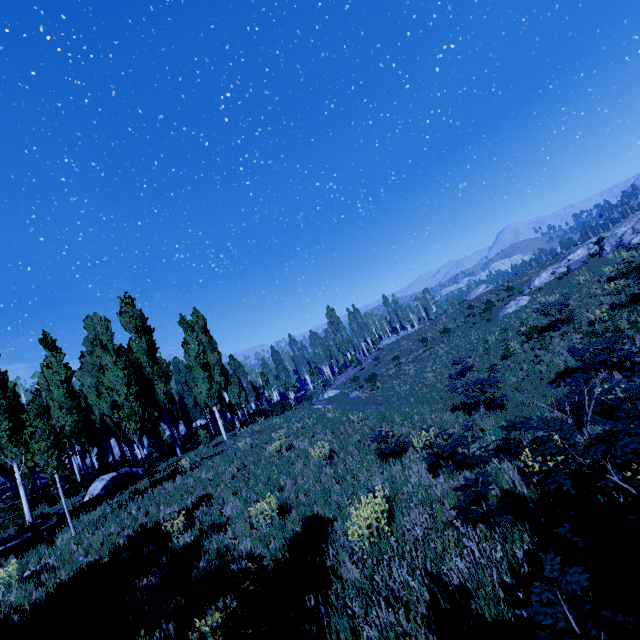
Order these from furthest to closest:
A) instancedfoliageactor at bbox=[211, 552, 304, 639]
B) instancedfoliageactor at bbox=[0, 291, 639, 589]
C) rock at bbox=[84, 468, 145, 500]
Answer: rock at bbox=[84, 468, 145, 500], instancedfoliageactor at bbox=[211, 552, 304, 639], instancedfoliageactor at bbox=[0, 291, 639, 589]

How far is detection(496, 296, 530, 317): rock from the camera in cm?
2989

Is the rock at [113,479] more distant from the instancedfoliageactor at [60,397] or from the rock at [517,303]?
the rock at [517,303]

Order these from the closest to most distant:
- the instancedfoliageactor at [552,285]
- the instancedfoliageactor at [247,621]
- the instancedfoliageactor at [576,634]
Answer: the instancedfoliageactor at [576,634], the instancedfoliageactor at [247,621], the instancedfoliageactor at [552,285]

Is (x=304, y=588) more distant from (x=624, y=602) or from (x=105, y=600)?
(x=105, y=600)

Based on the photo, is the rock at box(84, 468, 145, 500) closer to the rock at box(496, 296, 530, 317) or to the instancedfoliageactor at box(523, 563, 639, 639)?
the instancedfoliageactor at box(523, 563, 639, 639)

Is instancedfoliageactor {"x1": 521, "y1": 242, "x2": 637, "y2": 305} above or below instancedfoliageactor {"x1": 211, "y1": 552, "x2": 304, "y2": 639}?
above

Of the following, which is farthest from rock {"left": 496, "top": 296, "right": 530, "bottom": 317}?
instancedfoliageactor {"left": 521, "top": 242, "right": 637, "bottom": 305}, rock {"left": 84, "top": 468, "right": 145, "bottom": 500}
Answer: rock {"left": 84, "top": 468, "right": 145, "bottom": 500}
